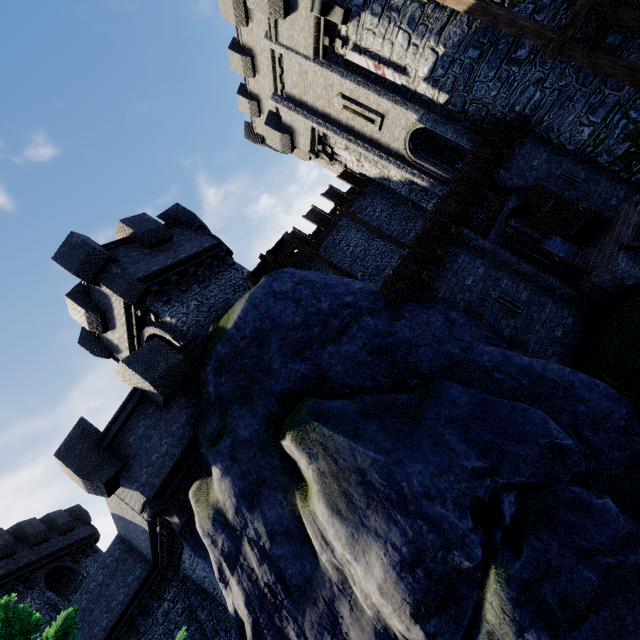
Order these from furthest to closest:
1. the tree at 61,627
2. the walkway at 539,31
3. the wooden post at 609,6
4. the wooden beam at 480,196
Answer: the wooden beam at 480,196 < the wooden post at 609,6 < the walkway at 539,31 < the tree at 61,627

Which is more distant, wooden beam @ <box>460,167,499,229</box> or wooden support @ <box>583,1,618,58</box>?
wooden beam @ <box>460,167,499,229</box>

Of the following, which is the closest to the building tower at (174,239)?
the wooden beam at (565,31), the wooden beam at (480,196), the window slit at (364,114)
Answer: the wooden beam at (480,196)

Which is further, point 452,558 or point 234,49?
point 234,49

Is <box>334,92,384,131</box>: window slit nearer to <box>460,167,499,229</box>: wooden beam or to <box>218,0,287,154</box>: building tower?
<box>218,0,287,154</box>: building tower

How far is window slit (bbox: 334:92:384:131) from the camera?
15.5m

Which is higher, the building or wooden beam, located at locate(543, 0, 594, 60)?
the building

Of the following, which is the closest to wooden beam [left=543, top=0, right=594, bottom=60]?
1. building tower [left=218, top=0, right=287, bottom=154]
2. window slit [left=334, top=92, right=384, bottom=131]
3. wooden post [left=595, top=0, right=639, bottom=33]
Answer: wooden post [left=595, top=0, right=639, bottom=33]
